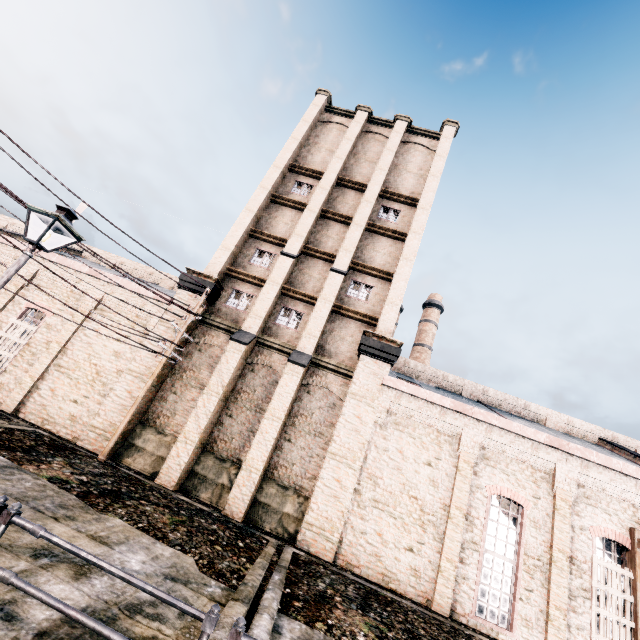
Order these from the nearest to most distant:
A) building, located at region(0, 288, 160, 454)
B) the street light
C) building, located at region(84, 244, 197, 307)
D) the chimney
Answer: the street light
building, located at region(0, 288, 160, 454)
building, located at region(84, 244, 197, 307)
the chimney

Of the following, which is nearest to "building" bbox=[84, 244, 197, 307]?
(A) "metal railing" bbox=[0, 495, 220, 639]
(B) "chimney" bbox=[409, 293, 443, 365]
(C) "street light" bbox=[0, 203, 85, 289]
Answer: (C) "street light" bbox=[0, 203, 85, 289]

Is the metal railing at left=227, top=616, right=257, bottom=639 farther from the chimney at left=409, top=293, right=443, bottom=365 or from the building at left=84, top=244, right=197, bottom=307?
the chimney at left=409, top=293, right=443, bottom=365

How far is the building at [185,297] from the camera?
18.0m

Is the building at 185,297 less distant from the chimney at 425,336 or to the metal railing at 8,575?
the metal railing at 8,575

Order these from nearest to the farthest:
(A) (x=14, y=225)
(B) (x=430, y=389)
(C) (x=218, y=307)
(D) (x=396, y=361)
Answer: (D) (x=396, y=361)
(C) (x=218, y=307)
(B) (x=430, y=389)
(A) (x=14, y=225)

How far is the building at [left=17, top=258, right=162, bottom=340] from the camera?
17.4 meters
